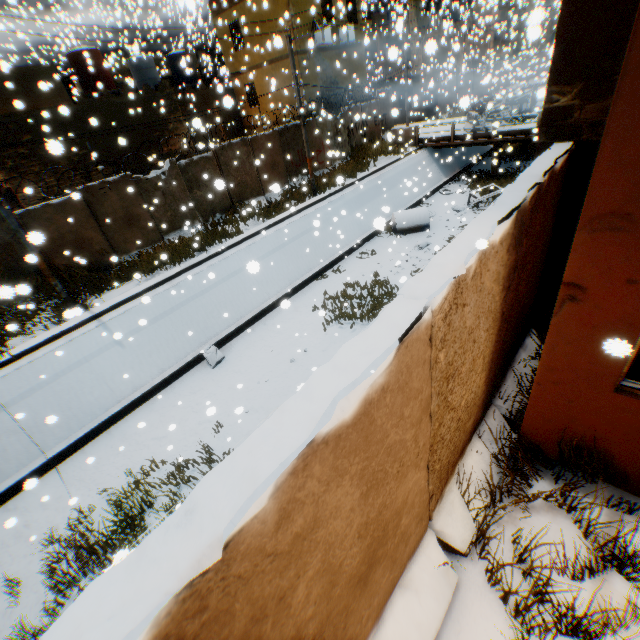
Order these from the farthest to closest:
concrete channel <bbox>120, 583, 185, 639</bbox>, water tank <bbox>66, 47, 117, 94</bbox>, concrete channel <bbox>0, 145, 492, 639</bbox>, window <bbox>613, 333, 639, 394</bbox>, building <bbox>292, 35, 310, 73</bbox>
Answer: building <bbox>292, 35, 310, 73</bbox> → water tank <bbox>66, 47, 117, 94</bbox> → concrete channel <bbox>0, 145, 492, 639</bbox> → concrete channel <bbox>120, 583, 185, 639</bbox> → window <bbox>613, 333, 639, 394</bbox>

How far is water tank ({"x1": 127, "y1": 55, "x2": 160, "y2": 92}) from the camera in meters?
20.4 m

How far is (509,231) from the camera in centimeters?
274cm

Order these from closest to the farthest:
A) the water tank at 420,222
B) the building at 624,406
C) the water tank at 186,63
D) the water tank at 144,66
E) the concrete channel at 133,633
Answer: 1. the building at 624,406
2. the concrete channel at 133,633
3. the water tank at 420,222
4. the water tank at 186,63
5. the water tank at 144,66

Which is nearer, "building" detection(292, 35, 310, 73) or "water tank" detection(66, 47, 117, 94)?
"water tank" detection(66, 47, 117, 94)

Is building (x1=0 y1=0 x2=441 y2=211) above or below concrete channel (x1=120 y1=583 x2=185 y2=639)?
above

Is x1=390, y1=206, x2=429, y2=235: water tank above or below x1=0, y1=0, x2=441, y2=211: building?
below

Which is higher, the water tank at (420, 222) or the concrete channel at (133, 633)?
the concrete channel at (133, 633)
